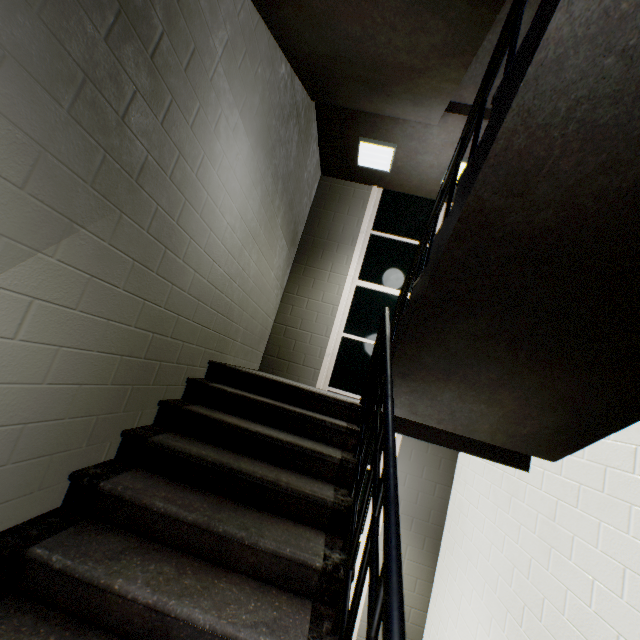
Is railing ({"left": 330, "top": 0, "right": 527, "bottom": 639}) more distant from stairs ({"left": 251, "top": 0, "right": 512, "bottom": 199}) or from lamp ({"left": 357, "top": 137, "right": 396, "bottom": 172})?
lamp ({"left": 357, "top": 137, "right": 396, "bottom": 172})

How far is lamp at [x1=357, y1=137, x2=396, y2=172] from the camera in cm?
428

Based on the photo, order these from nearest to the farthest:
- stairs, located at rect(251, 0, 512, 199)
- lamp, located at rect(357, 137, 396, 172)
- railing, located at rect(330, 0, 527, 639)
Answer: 1. railing, located at rect(330, 0, 527, 639)
2. stairs, located at rect(251, 0, 512, 199)
3. lamp, located at rect(357, 137, 396, 172)

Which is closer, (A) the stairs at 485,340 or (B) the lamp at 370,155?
(A) the stairs at 485,340

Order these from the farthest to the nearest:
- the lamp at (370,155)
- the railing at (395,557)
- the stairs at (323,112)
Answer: the lamp at (370,155), the stairs at (323,112), the railing at (395,557)

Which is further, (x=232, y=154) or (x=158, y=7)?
(x=232, y=154)

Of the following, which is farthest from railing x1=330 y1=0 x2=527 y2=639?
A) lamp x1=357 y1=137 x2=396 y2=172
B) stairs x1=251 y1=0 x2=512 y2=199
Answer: lamp x1=357 y1=137 x2=396 y2=172
